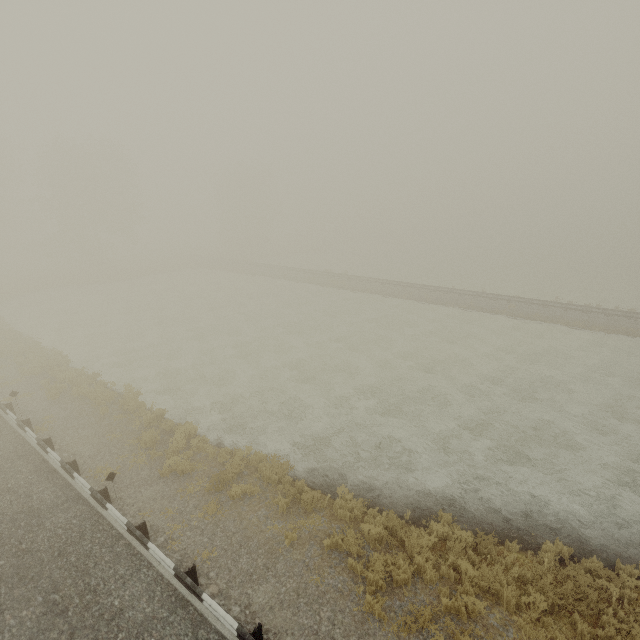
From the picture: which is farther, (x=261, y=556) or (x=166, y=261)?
(x=166, y=261)

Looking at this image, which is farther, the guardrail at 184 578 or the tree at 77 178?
the tree at 77 178

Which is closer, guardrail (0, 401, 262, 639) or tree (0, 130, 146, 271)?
guardrail (0, 401, 262, 639)

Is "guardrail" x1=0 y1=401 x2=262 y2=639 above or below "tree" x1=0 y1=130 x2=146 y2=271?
below

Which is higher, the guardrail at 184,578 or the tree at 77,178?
the tree at 77,178
